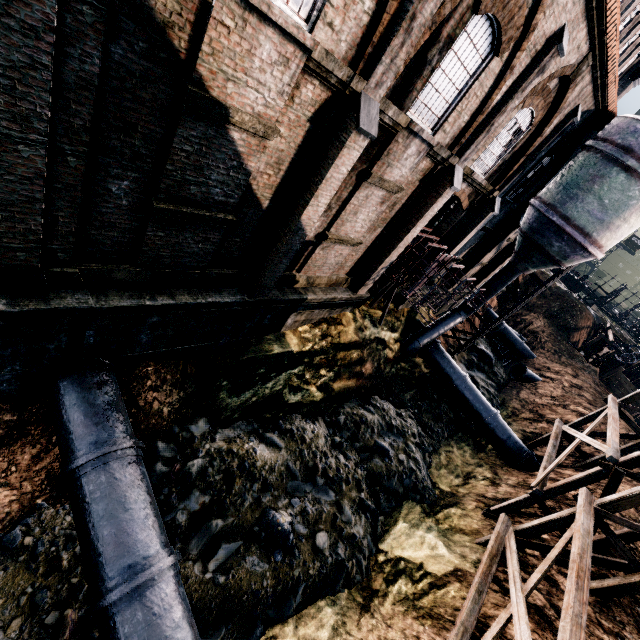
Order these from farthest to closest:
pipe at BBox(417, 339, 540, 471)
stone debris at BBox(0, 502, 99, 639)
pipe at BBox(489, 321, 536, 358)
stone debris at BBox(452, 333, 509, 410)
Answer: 1. pipe at BBox(489, 321, 536, 358)
2. stone debris at BBox(452, 333, 509, 410)
3. pipe at BBox(417, 339, 540, 471)
4. stone debris at BBox(0, 502, 99, 639)

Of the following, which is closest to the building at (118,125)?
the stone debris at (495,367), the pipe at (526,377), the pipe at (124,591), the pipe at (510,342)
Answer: the pipe at (124,591)

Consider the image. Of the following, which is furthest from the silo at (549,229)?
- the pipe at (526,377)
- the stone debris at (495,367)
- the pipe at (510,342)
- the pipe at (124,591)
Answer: the pipe at (124,591)

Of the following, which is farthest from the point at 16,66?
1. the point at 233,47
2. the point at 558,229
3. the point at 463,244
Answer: the point at 558,229

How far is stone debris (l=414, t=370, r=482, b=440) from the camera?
21.2m

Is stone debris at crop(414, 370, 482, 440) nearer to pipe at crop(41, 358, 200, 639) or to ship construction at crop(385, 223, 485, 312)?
pipe at crop(41, 358, 200, 639)

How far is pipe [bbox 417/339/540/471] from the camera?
19.61m

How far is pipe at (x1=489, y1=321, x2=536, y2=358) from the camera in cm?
3507
